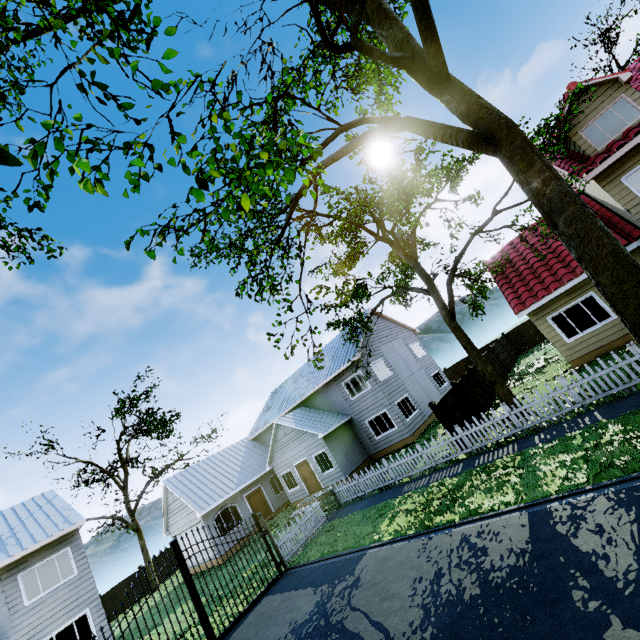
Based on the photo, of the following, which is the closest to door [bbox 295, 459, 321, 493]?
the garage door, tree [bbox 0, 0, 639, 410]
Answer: the garage door

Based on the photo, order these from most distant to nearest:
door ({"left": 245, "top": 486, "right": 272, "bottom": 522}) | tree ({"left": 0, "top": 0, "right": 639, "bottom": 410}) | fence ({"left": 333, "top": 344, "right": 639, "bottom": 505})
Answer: door ({"left": 245, "top": 486, "right": 272, "bottom": 522}) < fence ({"left": 333, "top": 344, "right": 639, "bottom": 505}) < tree ({"left": 0, "top": 0, "right": 639, "bottom": 410})

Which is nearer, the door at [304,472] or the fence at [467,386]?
the fence at [467,386]

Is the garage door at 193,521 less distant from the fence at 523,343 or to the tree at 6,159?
the tree at 6,159

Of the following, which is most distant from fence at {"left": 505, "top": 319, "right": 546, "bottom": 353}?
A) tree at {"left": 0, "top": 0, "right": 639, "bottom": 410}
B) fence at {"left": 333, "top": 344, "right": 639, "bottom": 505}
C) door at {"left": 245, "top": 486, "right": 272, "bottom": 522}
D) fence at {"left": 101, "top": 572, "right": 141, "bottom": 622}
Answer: fence at {"left": 101, "top": 572, "right": 141, "bottom": 622}

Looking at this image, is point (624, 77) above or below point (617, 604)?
above

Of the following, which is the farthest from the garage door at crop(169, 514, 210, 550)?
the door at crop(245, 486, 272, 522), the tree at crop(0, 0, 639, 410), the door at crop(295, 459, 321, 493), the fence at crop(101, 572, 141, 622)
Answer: the tree at crop(0, 0, 639, 410)

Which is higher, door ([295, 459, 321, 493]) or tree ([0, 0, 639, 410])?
tree ([0, 0, 639, 410])
